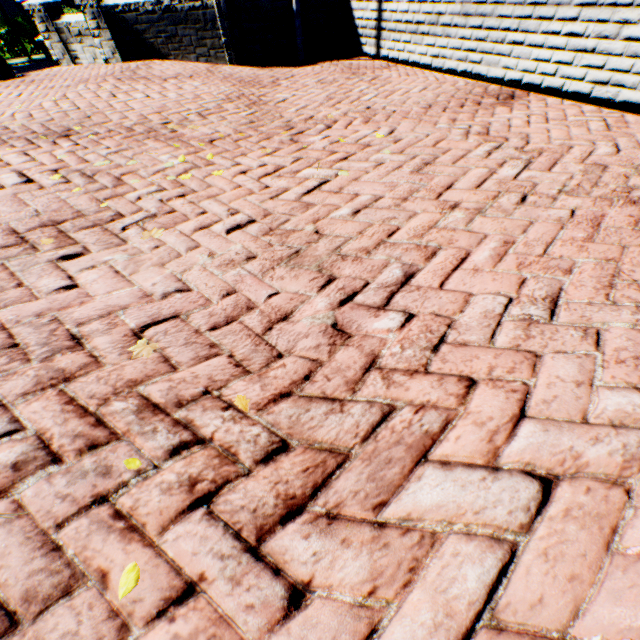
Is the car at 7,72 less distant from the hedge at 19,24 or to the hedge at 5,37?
the hedge at 19,24

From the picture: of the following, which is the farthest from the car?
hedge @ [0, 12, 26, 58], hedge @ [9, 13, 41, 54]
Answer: hedge @ [0, 12, 26, 58]

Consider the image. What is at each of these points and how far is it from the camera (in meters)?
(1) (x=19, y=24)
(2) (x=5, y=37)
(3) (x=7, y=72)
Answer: (1) hedge, 20.64
(2) hedge, 20.62
(3) car, 7.62

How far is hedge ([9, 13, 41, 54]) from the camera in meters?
20.6 m

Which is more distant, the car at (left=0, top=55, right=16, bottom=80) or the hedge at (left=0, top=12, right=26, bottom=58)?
the hedge at (left=0, top=12, right=26, bottom=58)

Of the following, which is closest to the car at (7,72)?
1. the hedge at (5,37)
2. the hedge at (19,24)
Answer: the hedge at (19,24)

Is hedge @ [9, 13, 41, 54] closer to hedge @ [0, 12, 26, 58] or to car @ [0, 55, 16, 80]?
hedge @ [0, 12, 26, 58]

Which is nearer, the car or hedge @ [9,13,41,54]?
the car
